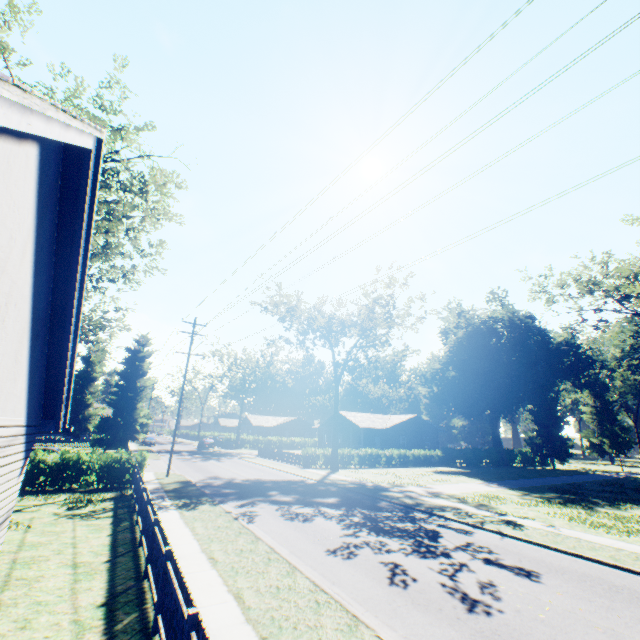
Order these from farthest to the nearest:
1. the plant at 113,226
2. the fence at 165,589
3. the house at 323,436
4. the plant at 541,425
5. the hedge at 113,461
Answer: the house at 323,436, the plant at 541,425, the plant at 113,226, the hedge at 113,461, the fence at 165,589

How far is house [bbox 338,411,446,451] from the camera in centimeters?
4569cm

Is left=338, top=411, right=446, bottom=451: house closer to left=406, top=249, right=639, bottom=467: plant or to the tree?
the tree

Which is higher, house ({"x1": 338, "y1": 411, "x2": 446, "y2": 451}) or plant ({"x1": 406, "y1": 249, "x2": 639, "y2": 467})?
plant ({"x1": 406, "y1": 249, "x2": 639, "y2": 467})

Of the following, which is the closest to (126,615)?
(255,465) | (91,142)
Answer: (91,142)

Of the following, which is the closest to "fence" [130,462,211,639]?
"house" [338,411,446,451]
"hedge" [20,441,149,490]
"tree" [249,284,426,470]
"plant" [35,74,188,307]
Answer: "hedge" [20,441,149,490]

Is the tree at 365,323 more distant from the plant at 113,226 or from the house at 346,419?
the plant at 113,226
